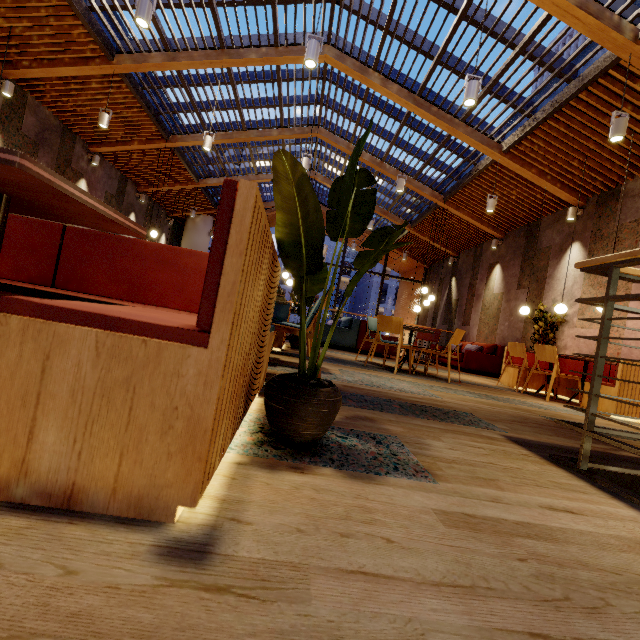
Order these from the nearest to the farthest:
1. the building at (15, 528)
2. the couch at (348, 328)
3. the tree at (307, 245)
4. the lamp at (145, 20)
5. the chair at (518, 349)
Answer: the building at (15, 528), the tree at (307, 245), the lamp at (145, 20), the chair at (518, 349), the couch at (348, 328)

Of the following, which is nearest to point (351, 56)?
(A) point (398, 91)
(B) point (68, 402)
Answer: (A) point (398, 91)

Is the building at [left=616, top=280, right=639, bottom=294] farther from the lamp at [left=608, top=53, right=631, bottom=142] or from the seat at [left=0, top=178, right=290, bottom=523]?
the lamp at [left=608, top=53, right=631, bottom=142]

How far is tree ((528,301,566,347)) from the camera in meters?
6.7 m

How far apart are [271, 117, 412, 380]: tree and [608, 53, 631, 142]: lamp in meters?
4.6 m

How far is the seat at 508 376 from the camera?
6.2 meters

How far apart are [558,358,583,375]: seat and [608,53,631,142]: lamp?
2.87m

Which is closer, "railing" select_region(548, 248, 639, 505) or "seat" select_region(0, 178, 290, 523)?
"seat" select_region(0, 178, 290, 523)
